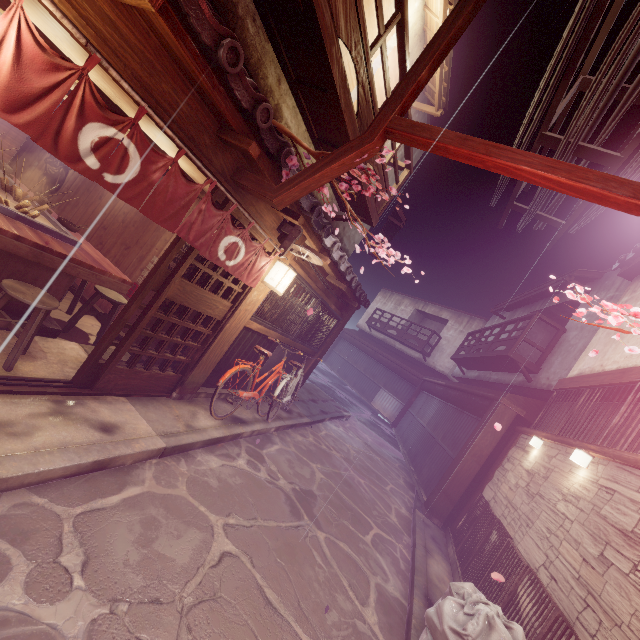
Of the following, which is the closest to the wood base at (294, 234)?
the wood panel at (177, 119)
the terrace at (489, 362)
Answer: the wood panel at (177, 119)

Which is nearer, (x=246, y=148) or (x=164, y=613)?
(x=164, y=613)

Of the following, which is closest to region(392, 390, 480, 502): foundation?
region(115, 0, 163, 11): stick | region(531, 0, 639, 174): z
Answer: region(531, 0, 639, 174): z

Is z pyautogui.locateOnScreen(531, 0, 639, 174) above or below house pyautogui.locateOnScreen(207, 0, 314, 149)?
above

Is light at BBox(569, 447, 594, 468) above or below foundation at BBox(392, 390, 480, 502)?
above

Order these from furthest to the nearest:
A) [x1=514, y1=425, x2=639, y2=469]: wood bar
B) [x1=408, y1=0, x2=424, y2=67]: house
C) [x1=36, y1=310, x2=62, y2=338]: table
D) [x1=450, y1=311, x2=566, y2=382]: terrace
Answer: [x1=450, y1=311, x2=566, y2=382]: terrace, [x1=408, y1=0, x2=424, y2=67]: house, [x1=36, y1=310, x2=62, y2=338]: table, [x1=514, y1=425, x2=639, y2=469]: wood bar

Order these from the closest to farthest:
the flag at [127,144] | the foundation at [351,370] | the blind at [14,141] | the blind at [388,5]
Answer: the flag at [127,144]
the blind at [388,5]
the blind at [14,141]
the foundation at [351,370]

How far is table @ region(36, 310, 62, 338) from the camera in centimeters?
741cm
